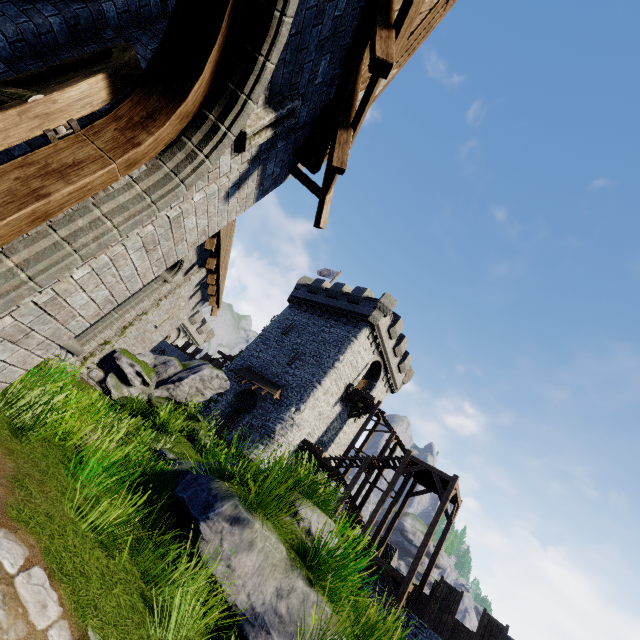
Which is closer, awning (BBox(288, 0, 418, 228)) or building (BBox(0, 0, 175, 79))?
awning (BBox(288, 0, 418, 228))

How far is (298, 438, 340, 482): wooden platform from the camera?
21.80m

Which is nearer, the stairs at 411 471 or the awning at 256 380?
the stairs at 411 471

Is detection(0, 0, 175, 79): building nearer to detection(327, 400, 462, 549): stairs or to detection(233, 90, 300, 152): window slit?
detection(233, 90, 300, 152): window slit

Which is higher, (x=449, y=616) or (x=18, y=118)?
(x=449, y=616)

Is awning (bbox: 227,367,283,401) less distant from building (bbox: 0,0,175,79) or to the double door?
building (bbox: 0,0,175,79)

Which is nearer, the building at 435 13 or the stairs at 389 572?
the building at 435 13

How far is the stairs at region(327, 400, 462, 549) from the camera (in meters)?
18.85
